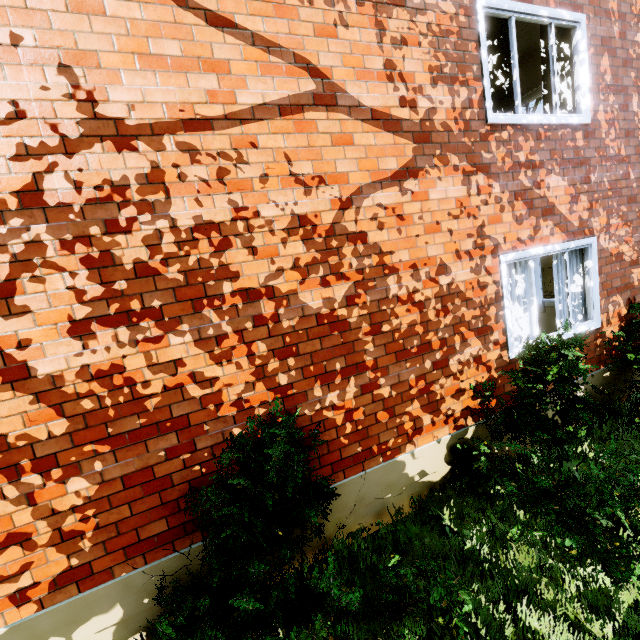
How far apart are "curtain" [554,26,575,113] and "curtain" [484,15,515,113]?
0.2 meters

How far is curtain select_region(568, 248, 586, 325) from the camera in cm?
493

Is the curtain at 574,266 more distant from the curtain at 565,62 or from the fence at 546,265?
the fence at 546,265

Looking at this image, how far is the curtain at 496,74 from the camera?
4.0m

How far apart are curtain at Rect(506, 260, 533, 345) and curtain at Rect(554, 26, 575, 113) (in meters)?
1.76

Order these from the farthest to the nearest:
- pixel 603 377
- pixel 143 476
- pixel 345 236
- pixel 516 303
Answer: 1. pixel 603 377
2. pixel 516 303
3. pixel 345 236
4. pixel 143 476
